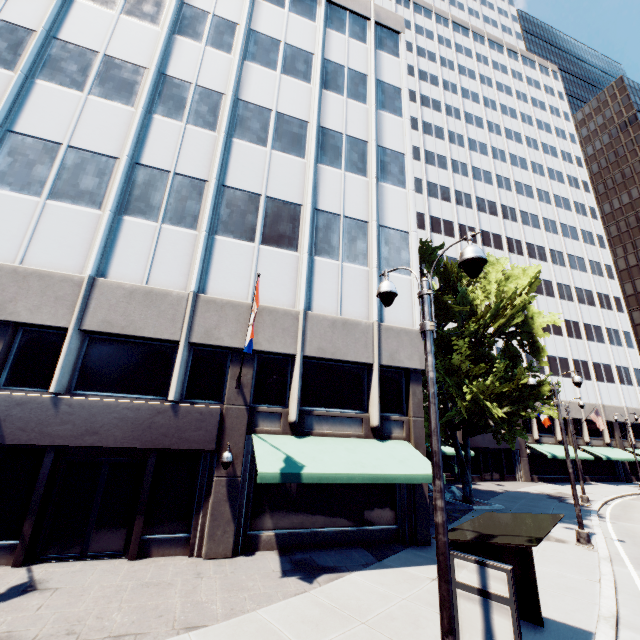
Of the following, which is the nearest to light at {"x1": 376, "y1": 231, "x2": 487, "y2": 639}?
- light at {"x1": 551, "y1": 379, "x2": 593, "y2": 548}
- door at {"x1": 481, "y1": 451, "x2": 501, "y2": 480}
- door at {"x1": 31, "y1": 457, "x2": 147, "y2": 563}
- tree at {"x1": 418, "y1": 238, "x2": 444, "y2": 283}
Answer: door at {"x1": 31, "y1": 457, "x2": 147, "y2": 563}

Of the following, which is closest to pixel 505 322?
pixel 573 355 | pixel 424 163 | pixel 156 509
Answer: pixel 156 509

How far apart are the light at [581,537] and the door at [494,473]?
20.7 meters

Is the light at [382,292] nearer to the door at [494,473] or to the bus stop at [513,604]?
the bus stop at [513,604]

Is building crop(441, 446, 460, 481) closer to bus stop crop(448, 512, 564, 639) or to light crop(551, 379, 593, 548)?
bus stop crop(448, 512, 564, 639)

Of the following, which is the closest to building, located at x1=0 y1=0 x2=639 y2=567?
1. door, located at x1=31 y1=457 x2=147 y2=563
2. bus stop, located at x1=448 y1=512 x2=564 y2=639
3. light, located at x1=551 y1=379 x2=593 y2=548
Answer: door, located at x1=31 y1=457 x2=147 y2=563

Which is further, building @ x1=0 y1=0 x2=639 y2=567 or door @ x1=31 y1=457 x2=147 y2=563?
building @ x1=0 y1=0 x2=639 y2=567

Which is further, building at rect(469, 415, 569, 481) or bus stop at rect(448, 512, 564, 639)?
building at rect(469, 415, 569, 481)
